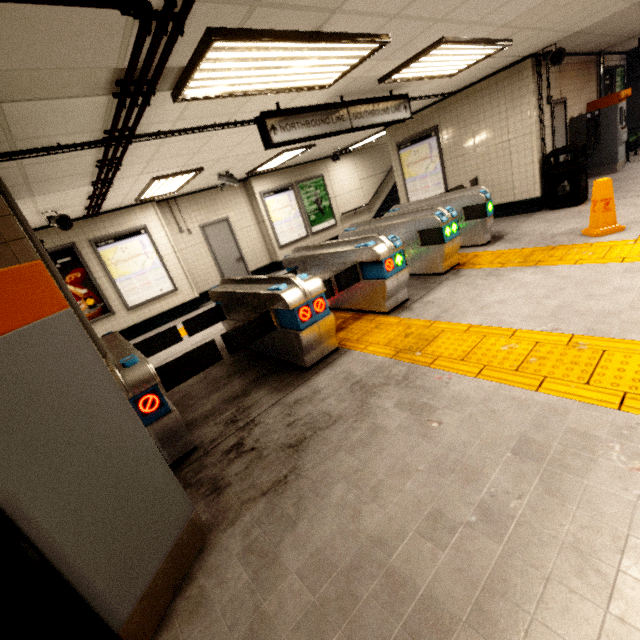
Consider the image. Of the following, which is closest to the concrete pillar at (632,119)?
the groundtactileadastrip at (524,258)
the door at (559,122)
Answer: the groundtactileadastrip at (524,258)

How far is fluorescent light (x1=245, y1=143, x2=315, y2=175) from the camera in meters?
7.5

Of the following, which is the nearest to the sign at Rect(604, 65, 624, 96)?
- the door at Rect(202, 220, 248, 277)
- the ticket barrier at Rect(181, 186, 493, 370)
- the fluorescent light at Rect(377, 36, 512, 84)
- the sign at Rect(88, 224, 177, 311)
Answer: the fluorescent light at Rect(377, 36, 512, 84)

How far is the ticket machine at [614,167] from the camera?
8.00m

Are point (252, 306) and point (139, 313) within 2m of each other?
no

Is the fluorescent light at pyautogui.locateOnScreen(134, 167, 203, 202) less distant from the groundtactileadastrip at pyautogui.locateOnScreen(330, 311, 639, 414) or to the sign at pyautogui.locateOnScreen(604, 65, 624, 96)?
the groundtactileadastrip at pyautogui.locateOnScreen(330, 311, 639, 414)

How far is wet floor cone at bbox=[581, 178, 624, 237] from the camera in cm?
457

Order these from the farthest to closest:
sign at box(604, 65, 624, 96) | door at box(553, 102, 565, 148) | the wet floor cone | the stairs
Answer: the stairs
sign at box(604, 65, 624, 96)
door at box(553, 102, 565, 148)
the wet floor cone
